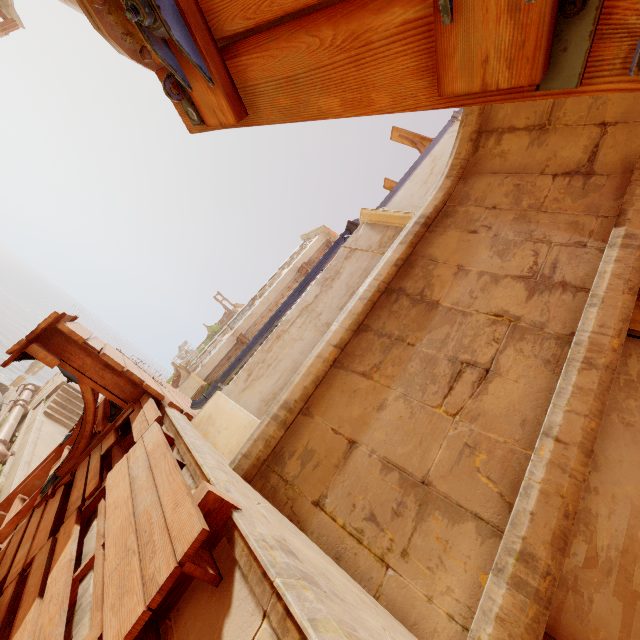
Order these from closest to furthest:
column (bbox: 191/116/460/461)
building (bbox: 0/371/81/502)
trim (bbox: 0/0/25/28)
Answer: column (bbox: 191/116/460/461), trim (bbox: 0/0/25/28), building (bbox: 0/371/81/502)

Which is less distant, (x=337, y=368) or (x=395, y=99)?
(x=395, y=99)

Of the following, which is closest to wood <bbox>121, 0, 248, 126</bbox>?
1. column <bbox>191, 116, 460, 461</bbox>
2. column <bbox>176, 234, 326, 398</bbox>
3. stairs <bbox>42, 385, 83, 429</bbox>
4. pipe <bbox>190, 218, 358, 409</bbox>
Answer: column <bbox>191, 116, 460, 461</bbox>

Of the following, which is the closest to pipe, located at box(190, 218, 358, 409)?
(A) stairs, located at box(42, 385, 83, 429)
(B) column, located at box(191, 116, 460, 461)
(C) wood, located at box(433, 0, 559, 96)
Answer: (B) column, located at box(191, 116, 460, 461)

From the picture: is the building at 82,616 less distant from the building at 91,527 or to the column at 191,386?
the building at 91,527

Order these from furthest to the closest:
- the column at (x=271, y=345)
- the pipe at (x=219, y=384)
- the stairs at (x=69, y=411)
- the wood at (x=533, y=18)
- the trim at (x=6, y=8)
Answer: the stairs at (x=69, y=411), the trim at (x=6, y=8), the pipe at (x=219, y=384), the column at (x=271, y=345), the wood at (x=533, y=18)

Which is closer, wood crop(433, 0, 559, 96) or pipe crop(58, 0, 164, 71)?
wood crop(433, 0, 559, 96)

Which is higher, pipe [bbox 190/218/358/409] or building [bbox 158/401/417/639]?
pipe [bbox 190/218/358/409]
